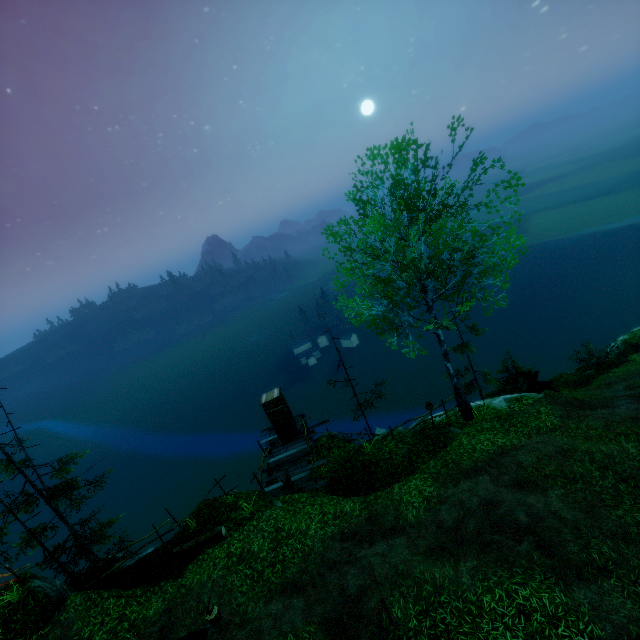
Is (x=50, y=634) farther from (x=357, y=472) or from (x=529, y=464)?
(x=529, y=464)

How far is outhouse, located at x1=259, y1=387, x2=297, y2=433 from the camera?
17.36m

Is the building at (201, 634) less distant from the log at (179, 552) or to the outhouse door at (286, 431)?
the log at (179, 552)

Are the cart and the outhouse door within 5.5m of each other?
no

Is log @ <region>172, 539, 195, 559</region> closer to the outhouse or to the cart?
the outhouse

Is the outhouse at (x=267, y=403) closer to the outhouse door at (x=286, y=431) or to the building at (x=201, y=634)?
the outhouse door at (x=286, y=431)

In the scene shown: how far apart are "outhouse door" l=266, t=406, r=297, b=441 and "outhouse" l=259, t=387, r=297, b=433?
0.0 meters

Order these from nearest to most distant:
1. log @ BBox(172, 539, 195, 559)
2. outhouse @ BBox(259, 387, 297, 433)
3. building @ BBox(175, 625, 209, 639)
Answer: building @ BBox(175, 625, 209, 639)
log @ BBox(172, 539, 195, 559)
outhouse @ BBox(259, 387, 297, 433)
